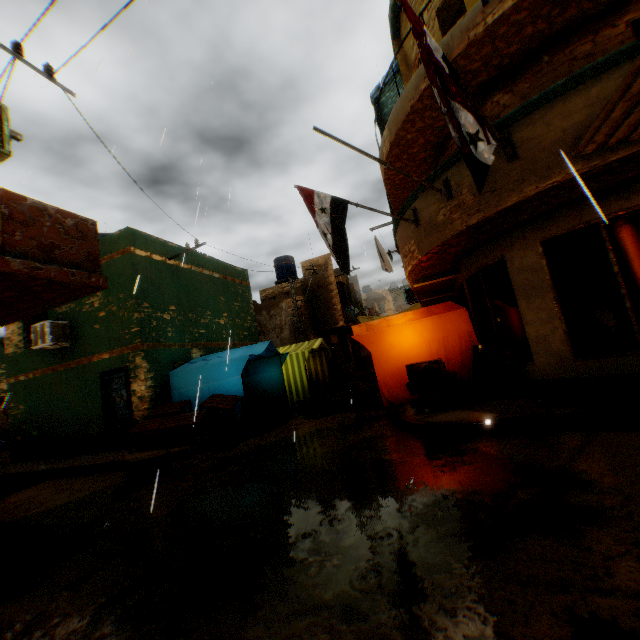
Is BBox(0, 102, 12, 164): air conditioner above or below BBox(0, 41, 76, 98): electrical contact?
below

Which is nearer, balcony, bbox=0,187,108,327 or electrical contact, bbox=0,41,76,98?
balcony, bbox=0,187,108,327

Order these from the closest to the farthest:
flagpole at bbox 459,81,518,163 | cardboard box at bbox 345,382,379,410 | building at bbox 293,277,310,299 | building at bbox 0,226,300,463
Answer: flagpole at bbox 459,81,518,163
cardboard box at bbox 345,382,379,410
building at bbox 0,226,300,463
building at bbox 293,277,310,299

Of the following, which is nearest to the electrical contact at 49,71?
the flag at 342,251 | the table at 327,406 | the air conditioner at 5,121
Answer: the air conditioner at 5,121

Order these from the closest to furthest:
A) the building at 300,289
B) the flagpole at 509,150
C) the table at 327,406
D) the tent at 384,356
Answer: the flagpole at 509,150 → the tent at 384,356 → the table at 327,406 → the building at 300,289

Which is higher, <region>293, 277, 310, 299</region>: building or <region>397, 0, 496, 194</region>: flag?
<region>293, 277, 310, 299</region>: building

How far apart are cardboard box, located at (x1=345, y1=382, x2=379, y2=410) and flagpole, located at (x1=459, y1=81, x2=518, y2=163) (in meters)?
5.29

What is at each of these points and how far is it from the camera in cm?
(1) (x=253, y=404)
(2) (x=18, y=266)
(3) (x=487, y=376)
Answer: (1) table, 976
(2) balcony, 387
(3) wooden pallet, 746
